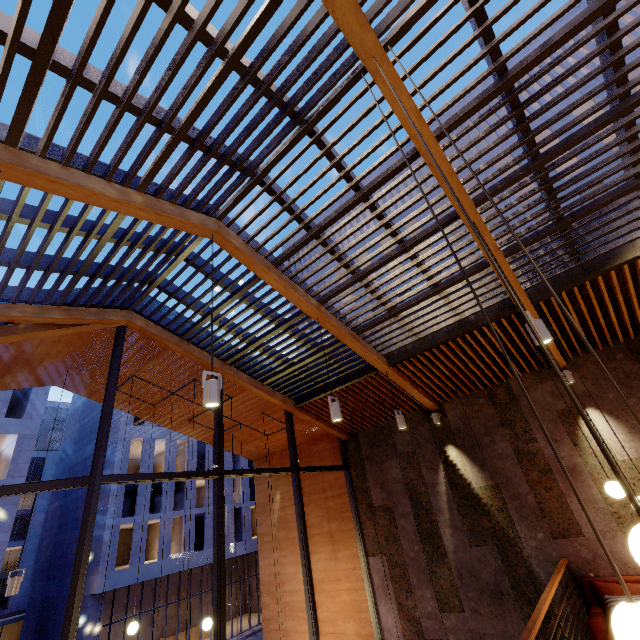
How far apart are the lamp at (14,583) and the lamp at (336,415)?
6.1m

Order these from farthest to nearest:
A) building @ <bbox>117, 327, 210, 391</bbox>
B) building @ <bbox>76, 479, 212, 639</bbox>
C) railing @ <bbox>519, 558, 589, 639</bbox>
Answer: building @ <bbox>76, 479, 212, 639</bbox> < building @ <bbox>117, 327, 210, 391</bbox> < railing @ <bbox>519, 558, 589, 639</bbox>

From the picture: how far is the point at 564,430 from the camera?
5.99m

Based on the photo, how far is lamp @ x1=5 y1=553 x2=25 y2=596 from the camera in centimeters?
527cm

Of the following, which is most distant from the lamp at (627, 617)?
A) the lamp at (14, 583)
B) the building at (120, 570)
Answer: the building at (120, 570)

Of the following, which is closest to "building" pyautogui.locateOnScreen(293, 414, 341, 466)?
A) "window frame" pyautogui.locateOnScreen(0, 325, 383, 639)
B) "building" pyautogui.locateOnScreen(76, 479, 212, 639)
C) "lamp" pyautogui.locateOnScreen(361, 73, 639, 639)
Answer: "window frame" pyautogui.locateOnScreen(0, 325, 383, 639)

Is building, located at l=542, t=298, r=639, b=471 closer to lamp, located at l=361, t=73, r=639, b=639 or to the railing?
the railing

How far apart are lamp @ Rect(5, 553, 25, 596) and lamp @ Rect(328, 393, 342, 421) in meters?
6.1 m
